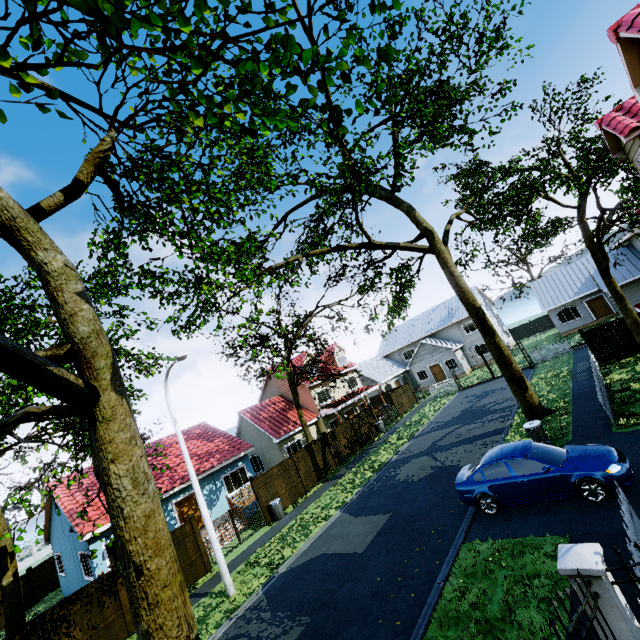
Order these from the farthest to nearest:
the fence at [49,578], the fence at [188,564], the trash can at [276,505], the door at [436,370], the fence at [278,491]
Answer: the door at [436,370], the fence at [49,578], the fence at [278,491], the trash can at [276,505], the fence at [188,564]

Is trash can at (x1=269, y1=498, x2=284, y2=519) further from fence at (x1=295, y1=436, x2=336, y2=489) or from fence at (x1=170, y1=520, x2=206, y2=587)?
fence at (x1=295, y1=436, x2=336, y2=489)

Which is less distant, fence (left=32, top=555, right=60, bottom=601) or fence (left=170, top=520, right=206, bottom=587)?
fence (left=170, top=520, right=206, bottom=587)

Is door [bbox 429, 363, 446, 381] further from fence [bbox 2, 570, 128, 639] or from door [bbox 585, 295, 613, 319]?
door [bbox 585, 295, 613, 319]

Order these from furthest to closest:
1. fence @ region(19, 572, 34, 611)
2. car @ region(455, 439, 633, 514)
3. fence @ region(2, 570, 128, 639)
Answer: fence @ region(19, 572, 34, 611) < fence @ region(2, 570, 128, 639) < car @ region(455, 439, 633, 514)

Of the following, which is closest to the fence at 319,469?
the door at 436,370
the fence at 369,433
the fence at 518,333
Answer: the fence at 369,433

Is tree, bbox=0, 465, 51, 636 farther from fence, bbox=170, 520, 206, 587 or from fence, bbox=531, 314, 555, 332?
fence, bbox=531, 314, 555, 332

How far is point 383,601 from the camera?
8.30m
